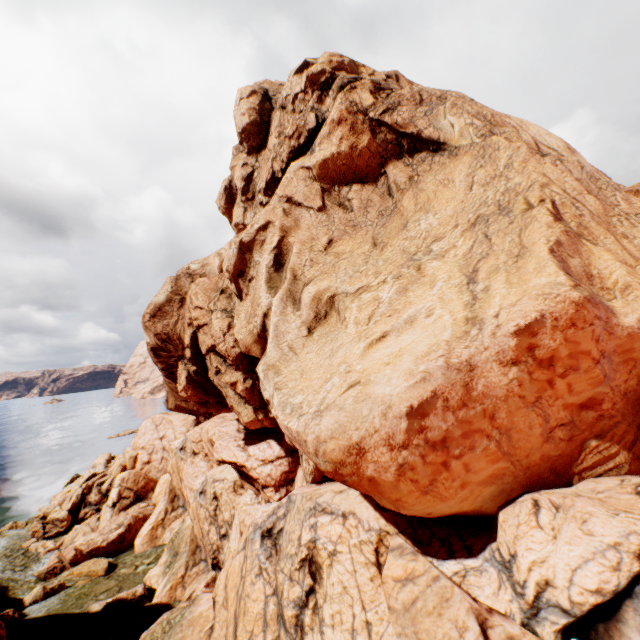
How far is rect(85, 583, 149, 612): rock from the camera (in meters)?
20.84

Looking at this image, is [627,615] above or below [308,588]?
above

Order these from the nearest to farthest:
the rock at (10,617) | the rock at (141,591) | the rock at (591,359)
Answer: the rock at (591,359), the rock at (10,617), the rock at (141,591)

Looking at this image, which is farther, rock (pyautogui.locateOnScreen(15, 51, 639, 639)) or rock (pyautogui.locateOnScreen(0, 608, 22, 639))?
rock (pyautogui.locateOnScreen(0, 608, 22, 639))

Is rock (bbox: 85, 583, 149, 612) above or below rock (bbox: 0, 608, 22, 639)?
above

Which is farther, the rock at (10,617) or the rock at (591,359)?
the rock at (10,617)
